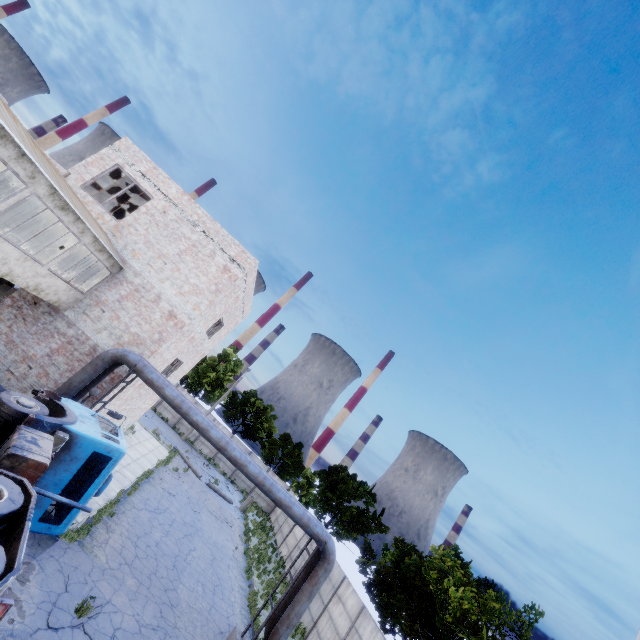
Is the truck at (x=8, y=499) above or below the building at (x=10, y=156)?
below

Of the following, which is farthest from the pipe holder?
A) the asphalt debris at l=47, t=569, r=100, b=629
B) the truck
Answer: the truck

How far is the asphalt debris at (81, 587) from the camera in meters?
7.9 m

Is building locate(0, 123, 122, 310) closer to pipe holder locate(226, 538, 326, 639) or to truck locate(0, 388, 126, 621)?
truck locate(0, 388, 126, 621)

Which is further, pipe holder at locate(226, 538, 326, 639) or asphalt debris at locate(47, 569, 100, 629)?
pipe holder at locate(226, 538, 326, 639)

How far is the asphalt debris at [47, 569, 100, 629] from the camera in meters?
7.9

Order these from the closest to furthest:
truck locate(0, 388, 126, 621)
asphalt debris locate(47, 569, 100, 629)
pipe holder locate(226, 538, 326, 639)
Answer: truck locate(0, 388, 126, 621), asphalt debris locate(47, 569, 100, 629), pipe holder locate(226, 538, 326, 639)

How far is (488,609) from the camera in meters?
14.0 m
